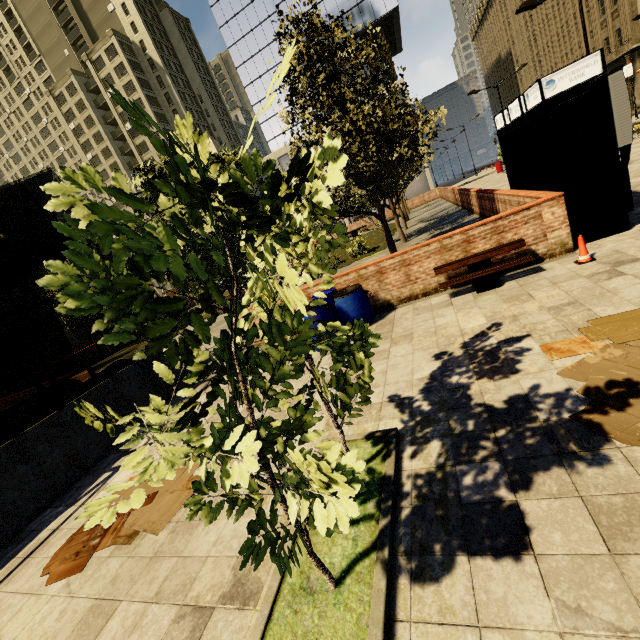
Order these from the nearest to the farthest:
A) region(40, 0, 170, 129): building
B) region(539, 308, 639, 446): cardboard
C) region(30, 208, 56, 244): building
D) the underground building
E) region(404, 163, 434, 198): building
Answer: region(539, 308, 639, 446): cardboard, the underground building, region(30, 208, 56, 244): building, region(404, 163, 434, 198): building, region(40, 0, 170, 129): building

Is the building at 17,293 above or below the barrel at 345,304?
above

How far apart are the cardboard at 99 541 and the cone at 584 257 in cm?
733

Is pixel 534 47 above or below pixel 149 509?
above

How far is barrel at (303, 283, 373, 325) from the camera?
6.9m

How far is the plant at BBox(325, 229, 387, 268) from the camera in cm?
1789

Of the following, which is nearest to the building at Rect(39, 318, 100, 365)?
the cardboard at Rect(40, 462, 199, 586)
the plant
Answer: the plant

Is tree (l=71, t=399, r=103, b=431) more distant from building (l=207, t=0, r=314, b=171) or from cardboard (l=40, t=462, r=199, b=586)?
building (l=207, t=0, r=314, b=171)
